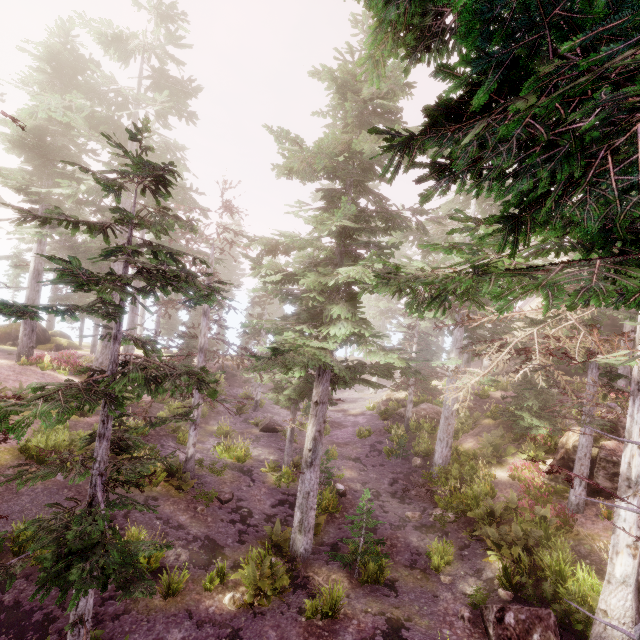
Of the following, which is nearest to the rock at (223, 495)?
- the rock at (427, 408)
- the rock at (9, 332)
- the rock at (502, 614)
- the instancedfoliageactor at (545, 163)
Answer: the instancedfoliageactor at (545, 163)

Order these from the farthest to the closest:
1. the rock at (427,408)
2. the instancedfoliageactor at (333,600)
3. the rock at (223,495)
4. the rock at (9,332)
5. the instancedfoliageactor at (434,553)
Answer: the rock at (9,332), the rock at (427,408), the rock at (223,495), the instancedfoliageactor at (434,553), the instancedfoliageactor at (333,600)

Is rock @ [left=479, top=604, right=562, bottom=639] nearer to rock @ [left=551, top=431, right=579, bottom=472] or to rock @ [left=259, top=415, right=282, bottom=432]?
rock @ [left=551, top=431, right=579, bottom=472]

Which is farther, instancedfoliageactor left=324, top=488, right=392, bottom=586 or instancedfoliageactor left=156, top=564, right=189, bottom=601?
instancedfoliageactor left=324, top=488, right=392, bottom=586

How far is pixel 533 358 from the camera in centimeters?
806cm

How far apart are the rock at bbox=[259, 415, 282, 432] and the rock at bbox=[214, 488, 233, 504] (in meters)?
7.95

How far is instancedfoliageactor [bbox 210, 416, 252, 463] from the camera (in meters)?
18.06

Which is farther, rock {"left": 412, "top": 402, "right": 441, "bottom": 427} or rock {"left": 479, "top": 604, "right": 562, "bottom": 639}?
rock {"left": 412, "top": 402, "right": 441, "bottom": 427}
